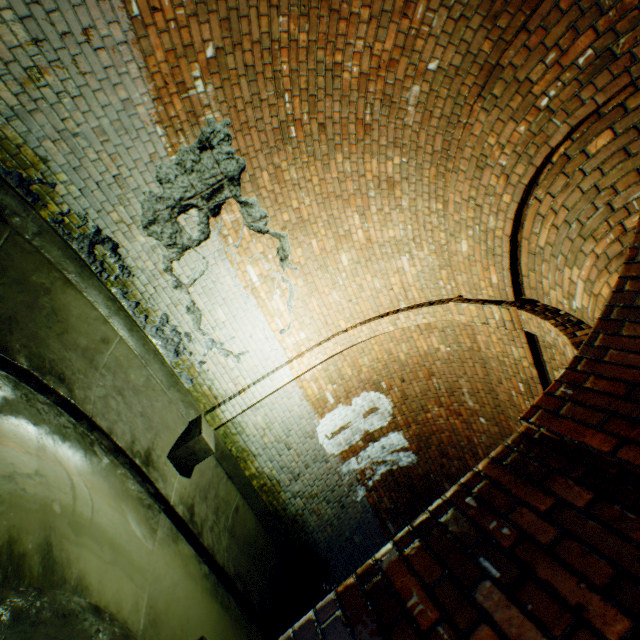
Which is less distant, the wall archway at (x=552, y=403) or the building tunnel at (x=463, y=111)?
the wall archway at (x=552, y=403)

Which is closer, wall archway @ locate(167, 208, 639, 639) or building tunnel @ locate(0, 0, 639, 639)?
wall archway @ locate(167, 208, 639, 639)

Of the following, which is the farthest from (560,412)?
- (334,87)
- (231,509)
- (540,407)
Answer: (231,509)
